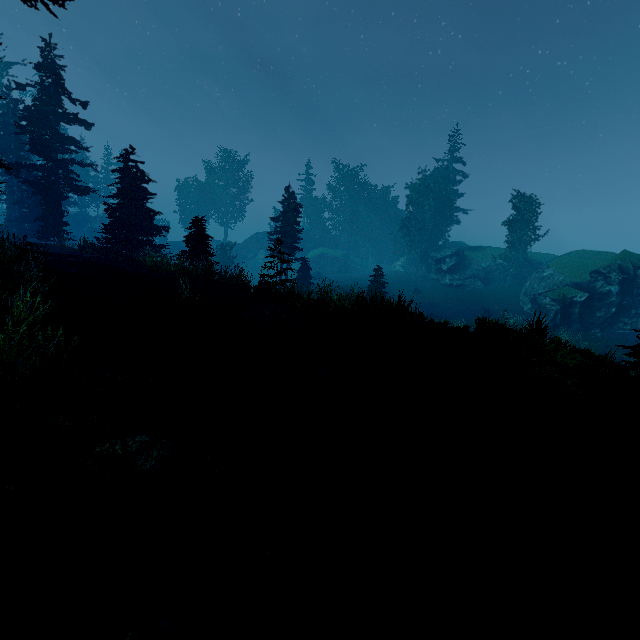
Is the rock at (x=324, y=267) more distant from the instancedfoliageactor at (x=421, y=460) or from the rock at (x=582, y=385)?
the rock at (x=582, y=385)

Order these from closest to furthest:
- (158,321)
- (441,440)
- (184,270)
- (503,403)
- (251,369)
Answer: (441,440)
(503,403)
(251,369)
(158,321)
(184,270)

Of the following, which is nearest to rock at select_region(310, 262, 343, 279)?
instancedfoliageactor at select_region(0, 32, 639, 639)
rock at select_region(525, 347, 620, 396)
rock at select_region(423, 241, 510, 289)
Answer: instancedfoliageactor at select_region(0, 32, 639, 639)

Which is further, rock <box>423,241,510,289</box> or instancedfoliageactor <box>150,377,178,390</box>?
rock <box>423,241,510,289</box>

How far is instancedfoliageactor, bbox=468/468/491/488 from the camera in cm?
507

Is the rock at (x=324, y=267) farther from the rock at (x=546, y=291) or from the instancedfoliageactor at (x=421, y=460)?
the rock at (x=546, y=291)

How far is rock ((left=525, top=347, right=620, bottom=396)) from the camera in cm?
865
